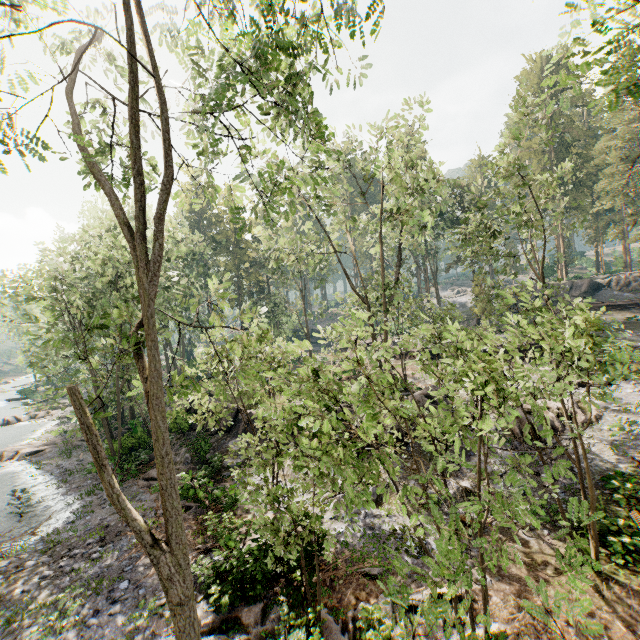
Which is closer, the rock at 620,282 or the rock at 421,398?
the rock at 421,398

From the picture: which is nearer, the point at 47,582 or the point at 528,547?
the point at 528,547

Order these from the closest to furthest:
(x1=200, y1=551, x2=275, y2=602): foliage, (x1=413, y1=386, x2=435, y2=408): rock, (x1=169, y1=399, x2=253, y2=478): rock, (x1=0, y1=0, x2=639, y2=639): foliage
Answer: (x1=0, y1=0, x2=639, y2=639): foliage → (x1=200, y1=551, x2=275, y2=602): foliage → (x1=413, y1=386, x2=435, y2=408): rock → (x1=169, y1=399, x2=253, y2=478): rock

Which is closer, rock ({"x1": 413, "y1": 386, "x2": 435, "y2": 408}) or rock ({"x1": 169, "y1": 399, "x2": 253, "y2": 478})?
rock ({"x1": 413, "y1": 386, "x2": 435, "y2": 408})

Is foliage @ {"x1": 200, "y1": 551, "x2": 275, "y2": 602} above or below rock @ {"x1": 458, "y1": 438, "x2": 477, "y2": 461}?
below

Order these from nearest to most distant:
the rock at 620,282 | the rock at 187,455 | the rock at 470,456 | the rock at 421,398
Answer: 1. the rock at 470,456
2. the rock at 421,398
3. the rock at 187,455
4. the rock at 620,282

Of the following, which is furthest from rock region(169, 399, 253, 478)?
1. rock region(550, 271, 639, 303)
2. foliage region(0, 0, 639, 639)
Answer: rock region(550, 271, 639, 303)
